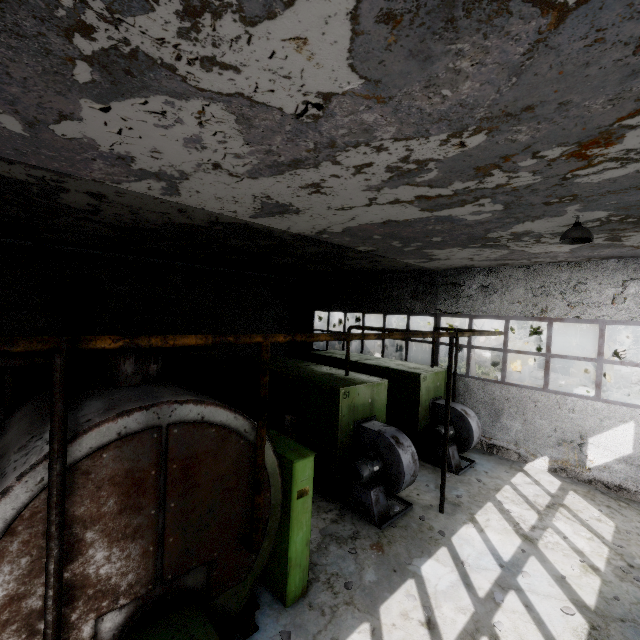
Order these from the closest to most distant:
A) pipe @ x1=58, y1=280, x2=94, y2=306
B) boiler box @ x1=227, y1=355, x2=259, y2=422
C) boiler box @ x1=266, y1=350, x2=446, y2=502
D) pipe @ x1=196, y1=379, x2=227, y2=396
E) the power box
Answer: the power box
boiler box @ x1=266, y1=350, x2=446, y2=502
pipe @ x1=58, y1=280, x2=94, y2=306
boiler box @ x1=227, y1=355, x2=259, y2=422
pipe @ x1=196, y1=379, x2=227, y2=396

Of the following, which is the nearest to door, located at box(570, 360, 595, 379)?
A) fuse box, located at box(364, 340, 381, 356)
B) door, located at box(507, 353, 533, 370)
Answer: door, located at box(507, 353, 533, 370)

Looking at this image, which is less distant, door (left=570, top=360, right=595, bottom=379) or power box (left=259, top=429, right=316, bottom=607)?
power box (left=259, top=429, right=316, bottom=607)

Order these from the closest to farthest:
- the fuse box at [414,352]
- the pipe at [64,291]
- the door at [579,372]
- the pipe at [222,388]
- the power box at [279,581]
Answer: the power box at [279,581] < the pipe at [64,291] < the pipe at [222,388] < the door at [579,372] < the fuse box at [414,352]

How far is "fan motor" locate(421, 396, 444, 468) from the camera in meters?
10.3 m

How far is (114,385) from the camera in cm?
448

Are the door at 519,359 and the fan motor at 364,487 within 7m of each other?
no

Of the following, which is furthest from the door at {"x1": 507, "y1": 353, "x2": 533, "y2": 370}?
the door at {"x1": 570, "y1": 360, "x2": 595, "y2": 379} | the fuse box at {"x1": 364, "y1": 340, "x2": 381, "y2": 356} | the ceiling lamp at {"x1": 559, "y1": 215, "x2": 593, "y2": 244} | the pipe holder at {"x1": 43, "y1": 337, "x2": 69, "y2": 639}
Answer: the pipe holder at {"x1": 43, "y1": 337, "x2": 69, "y2": 639}
